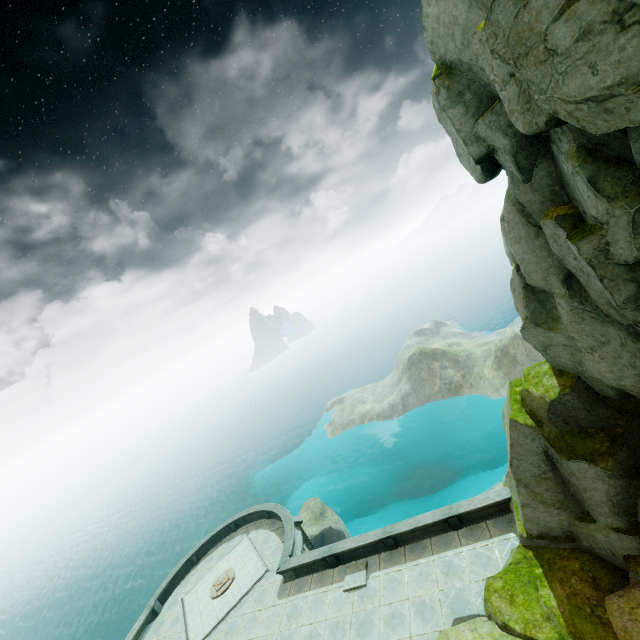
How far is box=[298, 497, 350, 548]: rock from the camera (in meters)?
32.50

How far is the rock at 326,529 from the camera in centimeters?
3250cm

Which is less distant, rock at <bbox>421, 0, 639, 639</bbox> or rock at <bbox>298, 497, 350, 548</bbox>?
rock at <bbox>421, 0, 639, 639</bbox>

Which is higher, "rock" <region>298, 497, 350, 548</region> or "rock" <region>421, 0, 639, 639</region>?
"rock" <region>421, 0, 639, 639</region>

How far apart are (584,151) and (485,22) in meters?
3.4 m

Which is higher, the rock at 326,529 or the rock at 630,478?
the rock at 630,478
